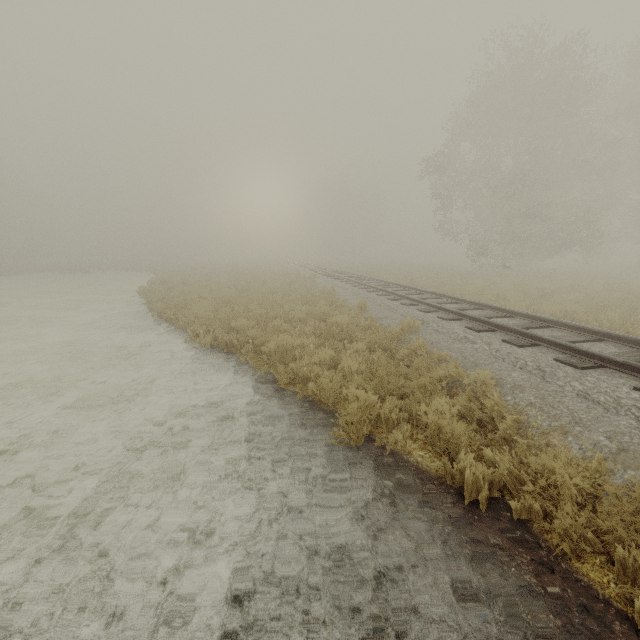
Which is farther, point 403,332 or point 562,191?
point 562,191
